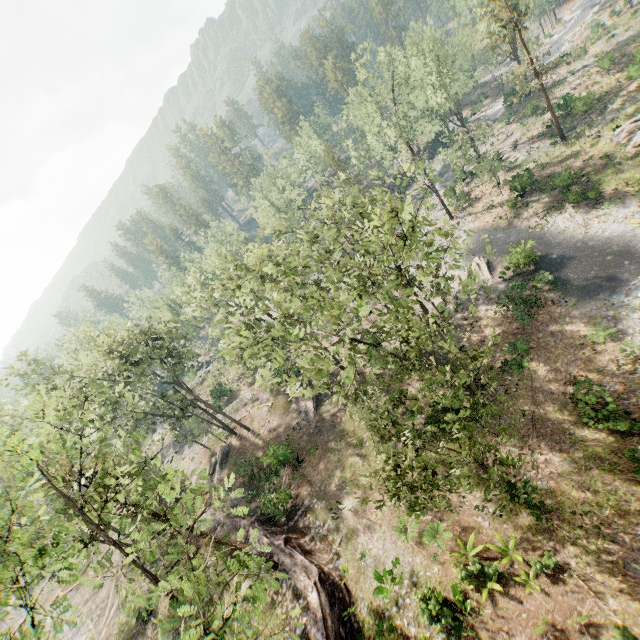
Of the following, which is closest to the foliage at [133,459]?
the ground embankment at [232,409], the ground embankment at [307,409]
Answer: the ground embankment at [232,409]

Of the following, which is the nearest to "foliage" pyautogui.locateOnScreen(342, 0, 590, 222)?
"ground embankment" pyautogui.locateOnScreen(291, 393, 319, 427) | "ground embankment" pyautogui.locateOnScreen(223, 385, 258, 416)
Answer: "ground embankment" pyautogui.locateOnScreen(223, 385, 258, 416)

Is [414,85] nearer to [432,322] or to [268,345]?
[268,345]

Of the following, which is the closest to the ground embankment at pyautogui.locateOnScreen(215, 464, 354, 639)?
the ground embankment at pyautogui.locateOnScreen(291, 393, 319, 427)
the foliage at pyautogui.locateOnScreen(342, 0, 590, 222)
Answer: the foliage at pyautogui.locateOnScreen(342, 0, 590, 222)

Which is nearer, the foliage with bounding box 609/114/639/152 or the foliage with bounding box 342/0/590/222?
the foliage with bounding box 609/114/639/152

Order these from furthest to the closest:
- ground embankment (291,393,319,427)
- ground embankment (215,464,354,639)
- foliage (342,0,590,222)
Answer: foliage (342,0,590,222), ground embankment (291,393,319,427), ground embankment (215,464,354,639)

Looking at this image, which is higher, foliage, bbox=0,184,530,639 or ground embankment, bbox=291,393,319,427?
foliage, bbox=0,184,530,639
